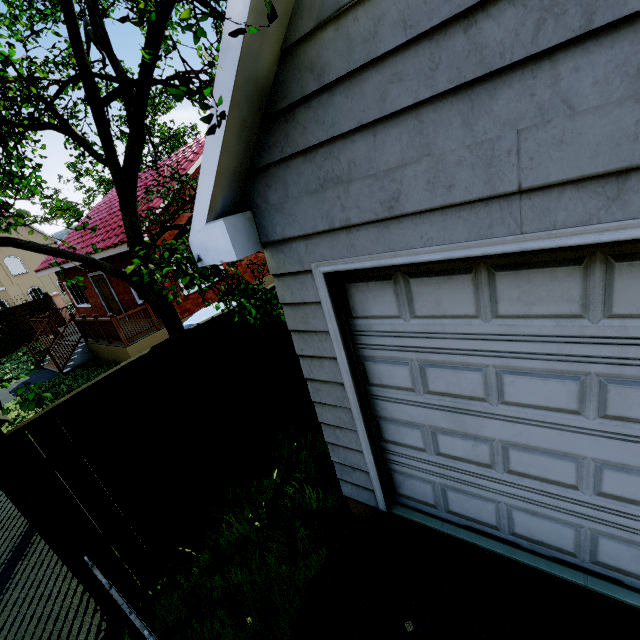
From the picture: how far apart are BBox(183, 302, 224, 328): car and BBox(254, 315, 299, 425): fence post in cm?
273

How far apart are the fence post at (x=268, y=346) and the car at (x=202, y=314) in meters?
2.7 m

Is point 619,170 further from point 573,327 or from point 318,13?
point 318,13

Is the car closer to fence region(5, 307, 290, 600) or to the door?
fence region(5, 307, 290, 600)

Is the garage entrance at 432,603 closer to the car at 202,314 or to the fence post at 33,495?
the fence post at 33,495

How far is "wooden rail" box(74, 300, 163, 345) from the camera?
9.94m

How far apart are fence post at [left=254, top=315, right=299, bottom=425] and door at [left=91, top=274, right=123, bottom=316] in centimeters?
1150cm

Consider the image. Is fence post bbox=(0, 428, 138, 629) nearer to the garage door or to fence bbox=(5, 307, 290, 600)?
fence bbox=(5, 307, 290, 600)
